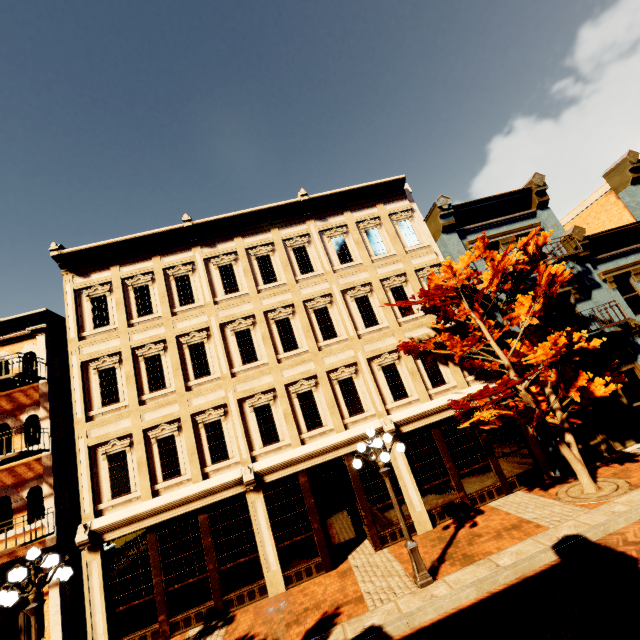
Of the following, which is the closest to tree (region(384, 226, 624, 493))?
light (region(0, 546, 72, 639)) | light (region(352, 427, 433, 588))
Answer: light (region(352, 427, 433, 588))

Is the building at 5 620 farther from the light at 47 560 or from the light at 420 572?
the light at 420 572

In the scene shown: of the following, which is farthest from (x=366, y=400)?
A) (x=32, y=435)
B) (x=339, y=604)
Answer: (x=32, y=435)

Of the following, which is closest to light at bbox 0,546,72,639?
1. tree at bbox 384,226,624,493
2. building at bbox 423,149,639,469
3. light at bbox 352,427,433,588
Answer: light at bbox 352,427,433,588

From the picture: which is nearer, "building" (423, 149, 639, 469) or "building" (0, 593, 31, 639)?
"building" (0, 593, 31, 639)

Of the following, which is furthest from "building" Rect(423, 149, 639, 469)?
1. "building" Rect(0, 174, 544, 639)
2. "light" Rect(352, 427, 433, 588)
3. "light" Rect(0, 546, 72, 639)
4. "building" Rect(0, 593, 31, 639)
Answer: "building" Rect(0, 593, 31, 639)

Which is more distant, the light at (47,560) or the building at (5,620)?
the building at (5,620)

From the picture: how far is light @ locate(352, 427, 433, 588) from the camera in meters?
7.6
